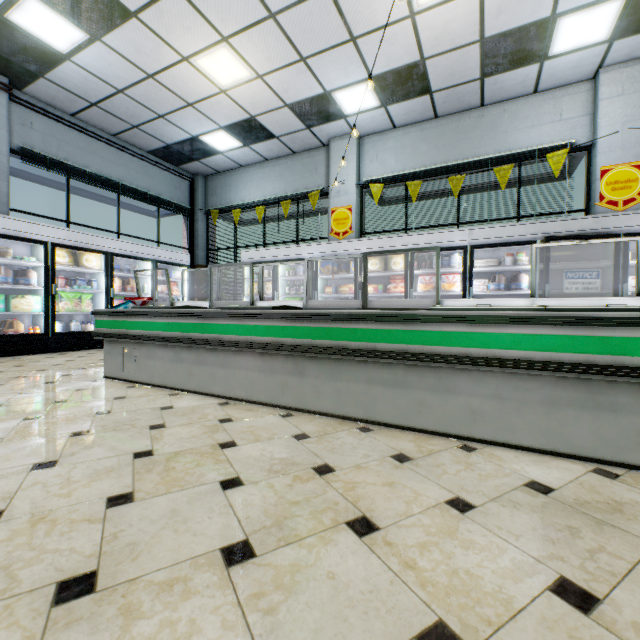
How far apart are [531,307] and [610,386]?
A: 0.5 meters

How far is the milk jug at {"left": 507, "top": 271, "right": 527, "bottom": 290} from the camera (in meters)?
5.33

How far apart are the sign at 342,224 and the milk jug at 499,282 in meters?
3.2

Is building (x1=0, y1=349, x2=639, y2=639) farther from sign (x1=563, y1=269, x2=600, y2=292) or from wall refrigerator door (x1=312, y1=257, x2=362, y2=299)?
sign (x1=563, y1=269, x2=600, y2=292)

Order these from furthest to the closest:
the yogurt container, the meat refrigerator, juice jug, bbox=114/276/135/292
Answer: juice jug, bbox=114/276/135/292 < the yogurt container < the meat refrigerator

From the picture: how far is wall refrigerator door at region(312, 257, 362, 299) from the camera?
6.5 meters

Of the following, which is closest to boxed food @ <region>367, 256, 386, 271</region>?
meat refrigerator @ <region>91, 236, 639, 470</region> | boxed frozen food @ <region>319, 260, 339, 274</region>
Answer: boxed frozen food @ <region>319, 260, 339, 274</region>

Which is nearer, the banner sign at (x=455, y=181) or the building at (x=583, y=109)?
the building at (x=583, y=109)
